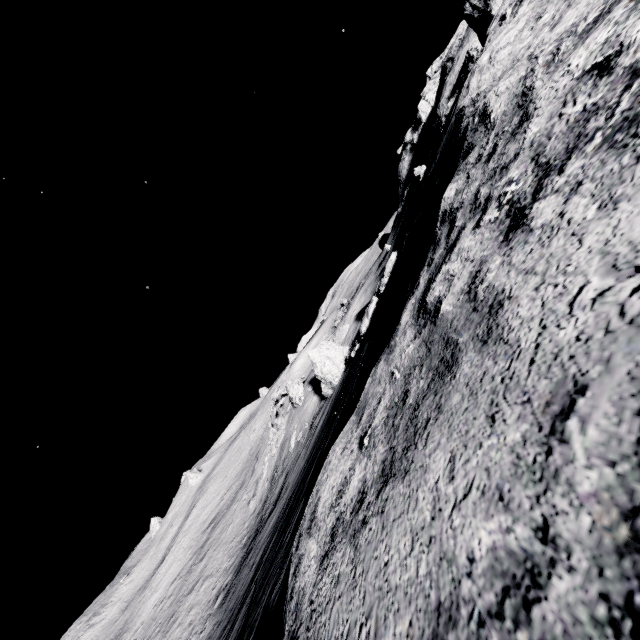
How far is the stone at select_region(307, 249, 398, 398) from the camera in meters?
14.9 m

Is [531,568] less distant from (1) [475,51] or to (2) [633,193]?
(2) [633,193]

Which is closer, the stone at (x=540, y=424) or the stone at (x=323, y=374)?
the stone at (x=540, y=424)

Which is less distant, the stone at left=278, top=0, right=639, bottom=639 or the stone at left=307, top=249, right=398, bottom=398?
the stone at left=278, top=0, right=639, bottom=639

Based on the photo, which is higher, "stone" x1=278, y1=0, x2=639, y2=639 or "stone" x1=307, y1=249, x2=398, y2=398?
"stone" x1=278, y1=0, x2=639, y2=639

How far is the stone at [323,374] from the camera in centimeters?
1488cm
